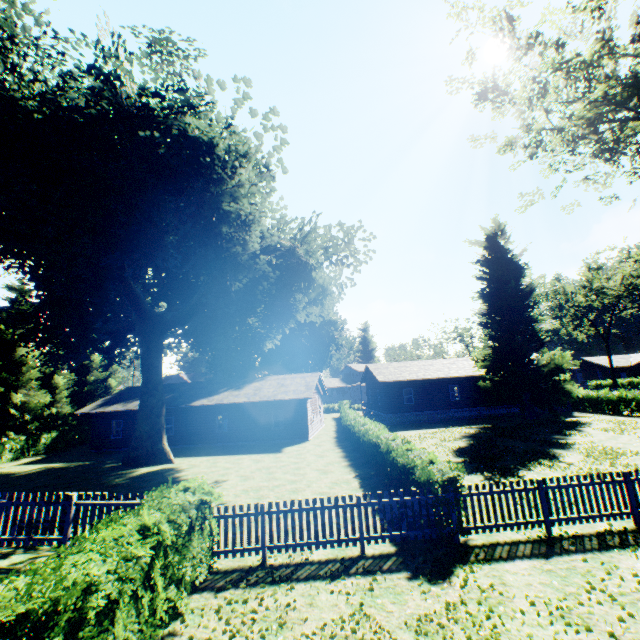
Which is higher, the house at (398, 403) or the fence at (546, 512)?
the house at (398, 403)

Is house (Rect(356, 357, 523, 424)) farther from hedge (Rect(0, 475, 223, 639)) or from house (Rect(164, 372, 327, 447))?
hedge (Rect(0, 475, 223, 639))

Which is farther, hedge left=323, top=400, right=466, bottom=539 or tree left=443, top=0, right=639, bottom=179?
tree left=443, top=0, right=639, bottom=179

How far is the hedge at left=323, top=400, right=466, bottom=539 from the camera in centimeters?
862cm

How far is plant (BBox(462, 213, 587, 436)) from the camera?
28.62m

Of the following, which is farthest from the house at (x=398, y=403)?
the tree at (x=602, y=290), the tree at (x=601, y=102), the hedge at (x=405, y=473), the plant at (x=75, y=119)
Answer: the tree at (x=601, y=102)

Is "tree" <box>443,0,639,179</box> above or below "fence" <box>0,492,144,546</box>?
above

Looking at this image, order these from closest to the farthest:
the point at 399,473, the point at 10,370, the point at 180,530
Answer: the point at 180,530 → the point at 399,473 → the point at 10,370
